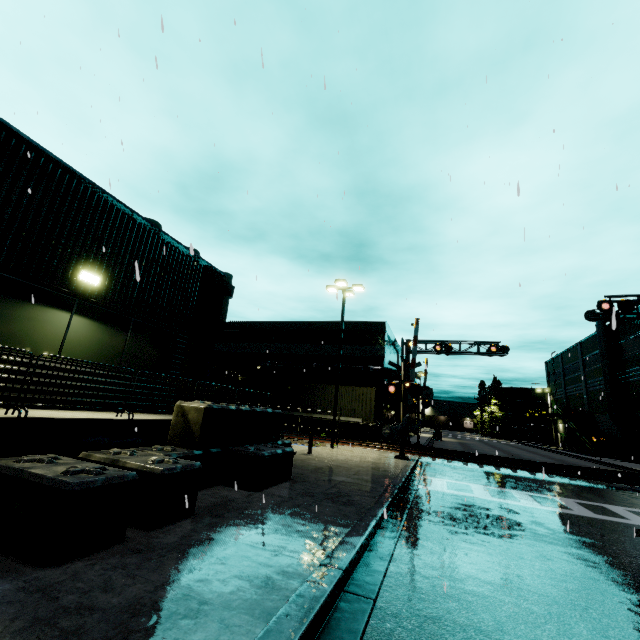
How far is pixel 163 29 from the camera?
3.74m

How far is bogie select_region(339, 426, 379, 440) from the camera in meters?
24.1

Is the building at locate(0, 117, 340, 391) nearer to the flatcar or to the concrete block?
the concrete block

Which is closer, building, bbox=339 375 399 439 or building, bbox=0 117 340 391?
building, bbox=0 117 340 391

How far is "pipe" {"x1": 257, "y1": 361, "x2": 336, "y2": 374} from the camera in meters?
30.1

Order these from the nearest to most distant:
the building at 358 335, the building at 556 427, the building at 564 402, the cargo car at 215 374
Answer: the cargo car at 215 374
the building at 358 335
the building at 564 402
the building at 556 427

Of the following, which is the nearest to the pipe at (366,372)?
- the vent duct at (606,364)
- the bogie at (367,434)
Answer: the bogie at (367,434)

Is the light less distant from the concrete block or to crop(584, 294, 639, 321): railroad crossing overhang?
the concrete block
